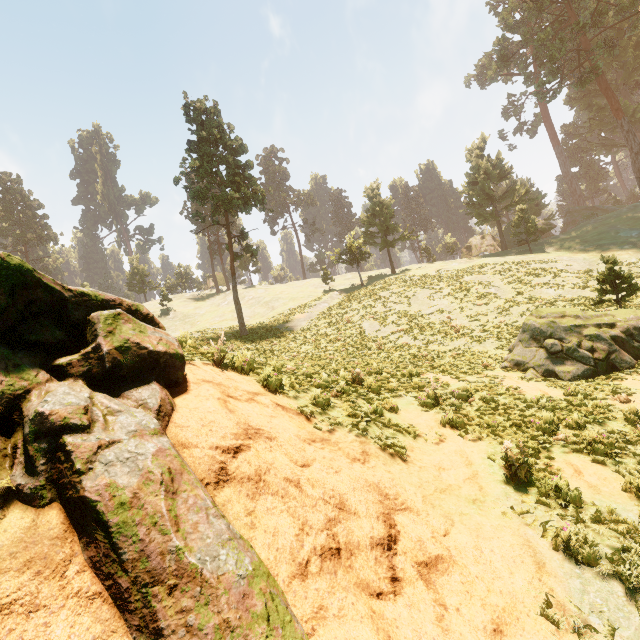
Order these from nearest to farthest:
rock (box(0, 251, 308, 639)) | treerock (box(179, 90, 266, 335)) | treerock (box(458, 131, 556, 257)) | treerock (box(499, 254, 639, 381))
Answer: rock (box(0, 251, 308, 639))
treerock (box(499, 254, 639, 381))
treerock (box(179, 90, 266, 335))
treerock (box(458, 131, 556, 257))

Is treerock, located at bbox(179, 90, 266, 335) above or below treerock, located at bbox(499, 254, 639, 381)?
above

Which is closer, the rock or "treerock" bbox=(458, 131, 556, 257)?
the rock

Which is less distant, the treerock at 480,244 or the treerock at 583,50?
the treerock at 583,50

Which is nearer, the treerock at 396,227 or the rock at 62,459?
the rock at 62,459

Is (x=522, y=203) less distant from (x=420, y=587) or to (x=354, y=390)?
(x=354, y=390)

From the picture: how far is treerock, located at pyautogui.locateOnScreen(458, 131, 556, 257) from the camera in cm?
3897
